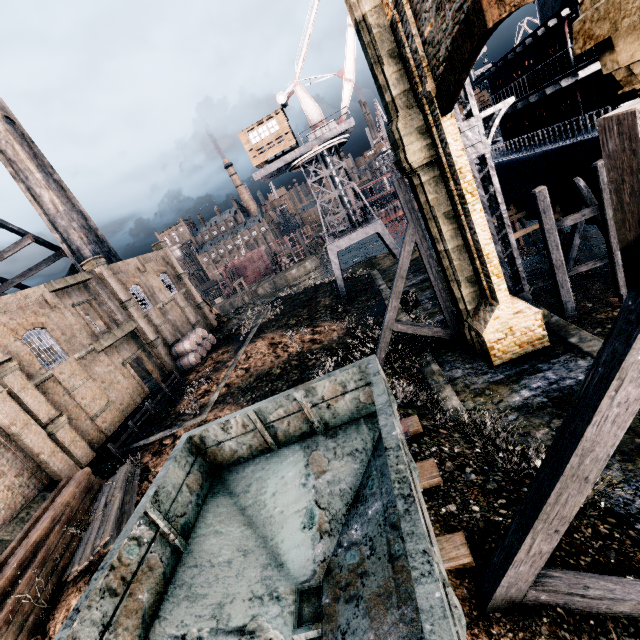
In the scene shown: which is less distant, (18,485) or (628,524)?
(628,524)

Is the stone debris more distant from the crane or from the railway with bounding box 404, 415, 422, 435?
the railway with bounding box 404, 415, 422, 435

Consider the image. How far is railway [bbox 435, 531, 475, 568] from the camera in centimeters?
638cm

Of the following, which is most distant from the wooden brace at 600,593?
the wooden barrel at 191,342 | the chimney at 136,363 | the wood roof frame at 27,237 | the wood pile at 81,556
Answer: the chimney at 136,363

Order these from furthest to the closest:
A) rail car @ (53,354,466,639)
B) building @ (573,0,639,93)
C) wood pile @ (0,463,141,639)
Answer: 1. wood pile @ (0,463,141,639)
2. rail car @ (53,354,466,639)
3. building @ (573,0,639,93)

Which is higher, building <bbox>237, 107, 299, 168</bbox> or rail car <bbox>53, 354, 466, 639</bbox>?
building <bbox>237, 107, 299, 168</bbox>

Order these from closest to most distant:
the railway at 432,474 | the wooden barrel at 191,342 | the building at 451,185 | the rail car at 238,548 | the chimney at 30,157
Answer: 1. the rail car at 238,548
2. the railway at 432,474
3. the building at 451,185
4. the chimney at 30,157
5. the wooden barrel at 191,342

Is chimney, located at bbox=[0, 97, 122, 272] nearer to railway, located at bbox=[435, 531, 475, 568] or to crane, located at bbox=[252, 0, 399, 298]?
crane, located at bbox=[252, 0, 399, 298]
